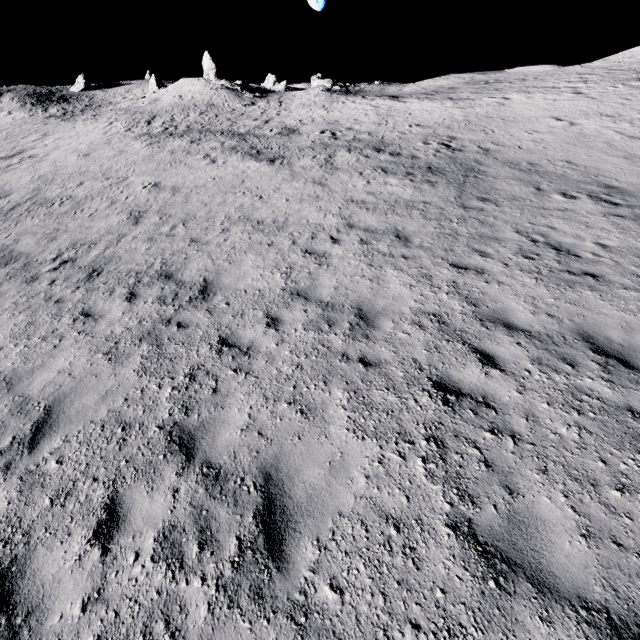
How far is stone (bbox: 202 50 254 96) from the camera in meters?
38.8

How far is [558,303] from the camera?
6.5m

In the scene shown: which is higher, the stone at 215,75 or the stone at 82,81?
the stone at 82,81

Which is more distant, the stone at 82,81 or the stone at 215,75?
the stone at 82,81

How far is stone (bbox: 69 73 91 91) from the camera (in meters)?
54.50

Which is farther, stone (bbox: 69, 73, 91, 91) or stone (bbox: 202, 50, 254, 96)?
stone (bbox: 69, 73, 91, 91)

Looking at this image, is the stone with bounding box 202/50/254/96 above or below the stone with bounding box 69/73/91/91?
below
